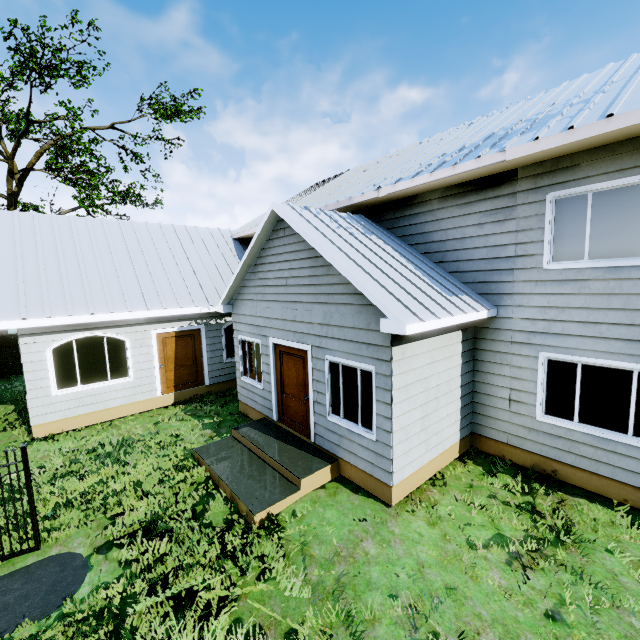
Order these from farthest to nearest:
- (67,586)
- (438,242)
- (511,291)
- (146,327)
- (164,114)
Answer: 1. (164,114)
2. (146,327)
3. (438,242)
4. (511,291)
5. (67,586)

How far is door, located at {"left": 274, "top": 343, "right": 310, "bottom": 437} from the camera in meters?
7.4 m

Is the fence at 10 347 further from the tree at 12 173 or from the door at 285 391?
the door at 285 391

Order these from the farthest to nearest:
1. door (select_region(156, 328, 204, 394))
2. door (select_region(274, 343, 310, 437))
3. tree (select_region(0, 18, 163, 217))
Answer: tree (select_region(0, 18, 163, 217)) < door (select_region(156, 328, 204, 394)) < door (select_region(274, 343, 310, 437))

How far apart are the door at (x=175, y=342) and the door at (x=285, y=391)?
4.4m

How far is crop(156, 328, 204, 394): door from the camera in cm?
1077

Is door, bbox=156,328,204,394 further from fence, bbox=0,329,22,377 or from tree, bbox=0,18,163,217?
tree, bbox=0,18,163,217

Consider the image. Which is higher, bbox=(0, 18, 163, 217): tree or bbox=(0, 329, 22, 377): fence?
bbox=(0, 18, 163, 217): tree
